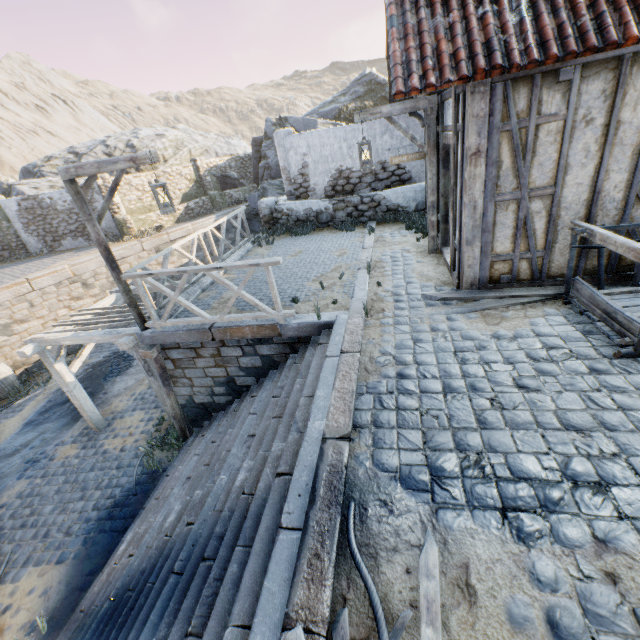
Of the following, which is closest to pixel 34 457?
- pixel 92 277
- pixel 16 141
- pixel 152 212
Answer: pixel 92 277

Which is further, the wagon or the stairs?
the wagon

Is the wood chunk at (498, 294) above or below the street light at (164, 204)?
below

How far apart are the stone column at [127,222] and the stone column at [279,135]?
9.8m

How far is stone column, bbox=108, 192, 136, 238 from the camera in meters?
16.7 m

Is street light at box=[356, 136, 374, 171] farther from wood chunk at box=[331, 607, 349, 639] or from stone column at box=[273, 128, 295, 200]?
wood chunk at box=[331, 607, 349, 639]

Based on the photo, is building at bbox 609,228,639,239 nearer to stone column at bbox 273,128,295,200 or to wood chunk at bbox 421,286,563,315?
wood chunk at bbox 421,286,563,315

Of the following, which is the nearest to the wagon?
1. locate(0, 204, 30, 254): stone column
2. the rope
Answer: the rope
